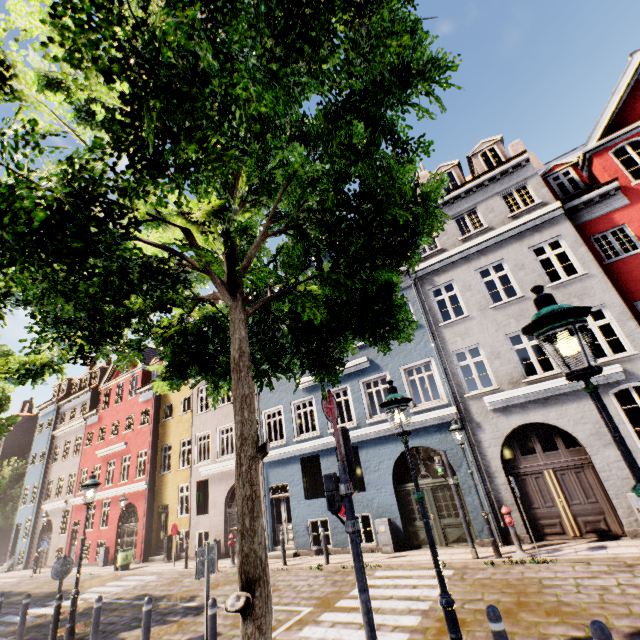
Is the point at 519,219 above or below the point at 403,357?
above

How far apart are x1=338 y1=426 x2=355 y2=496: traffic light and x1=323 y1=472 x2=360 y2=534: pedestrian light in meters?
0.1 m

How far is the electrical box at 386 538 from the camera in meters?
11.7

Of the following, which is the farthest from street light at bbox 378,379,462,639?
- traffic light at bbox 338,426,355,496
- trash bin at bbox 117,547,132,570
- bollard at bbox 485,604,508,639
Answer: trash bin at bbox 117,547,132,570

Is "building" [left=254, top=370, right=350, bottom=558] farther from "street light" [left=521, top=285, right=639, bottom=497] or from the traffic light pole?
"street light" [left=521, top=285, right=639, bottom=497]

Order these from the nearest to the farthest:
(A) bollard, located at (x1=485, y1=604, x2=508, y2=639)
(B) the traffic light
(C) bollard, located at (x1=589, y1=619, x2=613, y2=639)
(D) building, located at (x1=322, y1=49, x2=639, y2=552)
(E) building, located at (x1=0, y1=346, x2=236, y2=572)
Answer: (C) bollard, located at (x1=589, y1=619, x2=613, y2=639) < (A) bollard, located at (x1=485, y1=604, x2=508, y2=639) < (B) the traffic light < (D) building, located at (x1=322, y1=49, x2=639, y2=552) < (E) building, located at (x1=0, y1=346, x2=236, y2=572)

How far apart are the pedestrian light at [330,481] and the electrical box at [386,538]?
8.2m

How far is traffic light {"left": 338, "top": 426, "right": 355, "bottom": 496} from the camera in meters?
5.1
